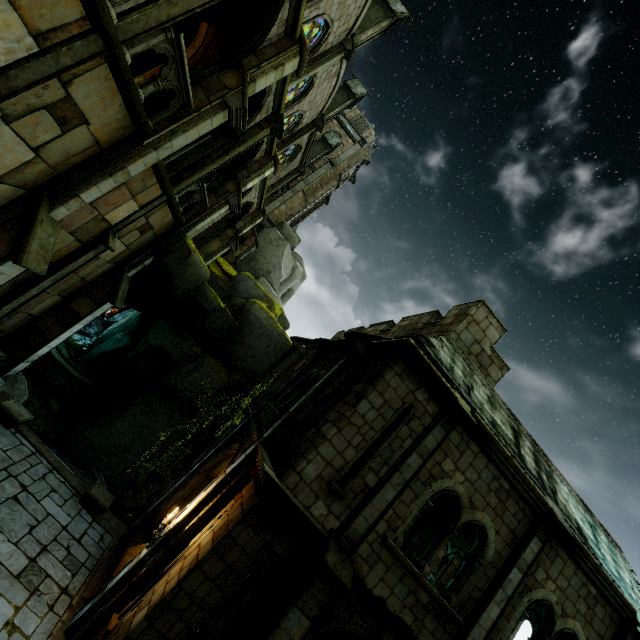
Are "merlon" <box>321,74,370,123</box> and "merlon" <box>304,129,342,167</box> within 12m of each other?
yes

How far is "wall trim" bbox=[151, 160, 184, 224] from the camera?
9.78m

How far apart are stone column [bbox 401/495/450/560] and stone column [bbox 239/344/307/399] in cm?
1118

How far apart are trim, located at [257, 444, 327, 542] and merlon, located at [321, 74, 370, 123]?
23.06m

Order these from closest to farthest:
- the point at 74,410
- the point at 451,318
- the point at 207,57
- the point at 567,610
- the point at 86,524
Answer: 1. the point at 567,610
2. the point at 86,524
3. the point at 451,318
4. the point at 207,57
5. the point at 74,410

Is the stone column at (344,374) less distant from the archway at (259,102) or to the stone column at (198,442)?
the stone column at (198,442)

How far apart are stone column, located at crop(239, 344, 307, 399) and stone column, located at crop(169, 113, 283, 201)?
8.76m

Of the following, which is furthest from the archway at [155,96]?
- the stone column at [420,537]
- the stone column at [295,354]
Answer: the stone column at [420,537]
